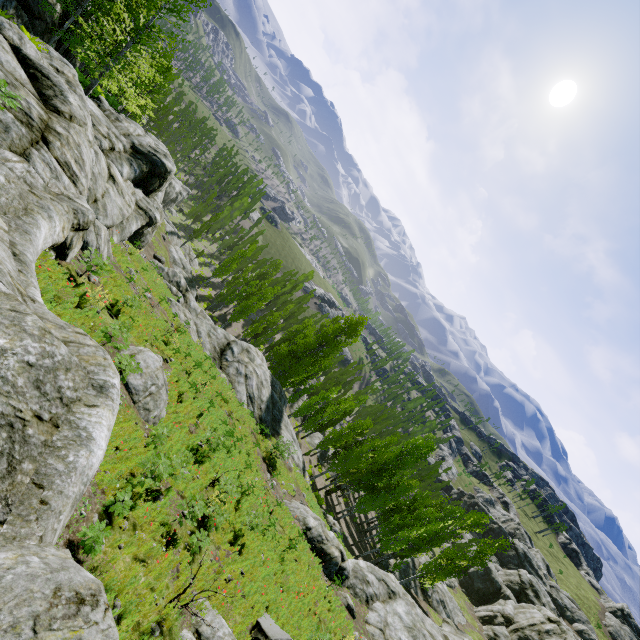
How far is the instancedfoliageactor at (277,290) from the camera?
42.38m

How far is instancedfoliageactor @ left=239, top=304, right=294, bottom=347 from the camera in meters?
43.4

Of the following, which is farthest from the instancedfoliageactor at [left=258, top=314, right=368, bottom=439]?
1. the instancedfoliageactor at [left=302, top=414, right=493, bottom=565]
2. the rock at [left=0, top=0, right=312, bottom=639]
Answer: the instancedfoliageactor at [left=302, top=414, right=493, bottom=565]

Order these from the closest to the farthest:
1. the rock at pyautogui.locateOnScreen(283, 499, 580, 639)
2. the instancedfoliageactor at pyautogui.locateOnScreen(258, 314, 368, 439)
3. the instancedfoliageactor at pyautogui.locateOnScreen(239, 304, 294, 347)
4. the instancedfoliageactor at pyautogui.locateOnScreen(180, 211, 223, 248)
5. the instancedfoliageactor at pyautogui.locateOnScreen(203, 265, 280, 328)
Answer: the rock at pyautogui.locateOnScreen(283, 499, 580, 639) → the instancedfoliageactor at pyautogui.locateOnScreen(258, 314, 368, 439) → the instancedfoliageactor at pyautogui.locateOnScreen(203, 265, 280, 328) → the instancedfoliageactor at pyautogui.locateOnScreen(239, 304, 294, 347) → the instancedfoliageactor at pyautogui.locateOnScreen(180, 211, 223, 248)

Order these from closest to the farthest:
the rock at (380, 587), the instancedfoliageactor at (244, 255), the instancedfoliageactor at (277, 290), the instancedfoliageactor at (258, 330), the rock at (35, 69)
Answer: the rock at (35, 69), the rock at (380, 587), the instancedfoliageactor at (277, 290), the instancedfoliageactor at (258, 330), the instancedfoliageactor at (244, 255)

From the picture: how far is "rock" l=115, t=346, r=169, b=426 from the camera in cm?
1067

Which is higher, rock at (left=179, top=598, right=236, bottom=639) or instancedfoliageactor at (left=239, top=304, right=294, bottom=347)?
rock at (left=179, top=598, right=236, bottom=639)

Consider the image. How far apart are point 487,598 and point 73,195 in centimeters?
7649cm
